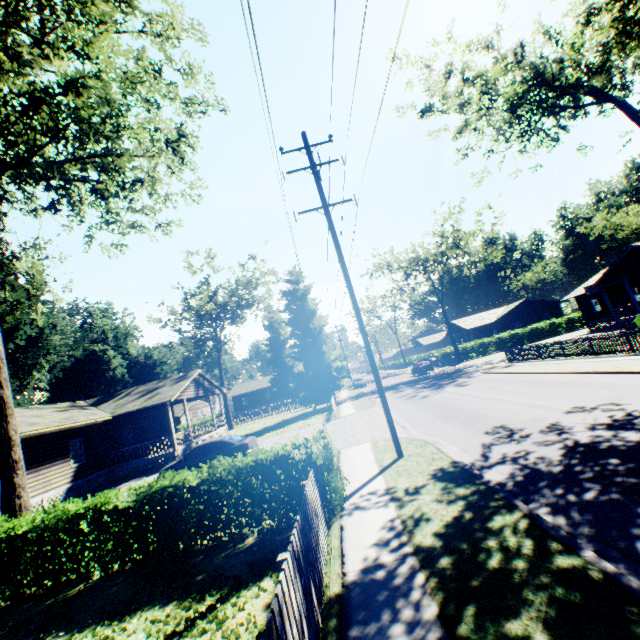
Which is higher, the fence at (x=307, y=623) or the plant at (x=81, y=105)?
the plant at (x=81, y=105)

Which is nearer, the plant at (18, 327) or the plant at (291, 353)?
the plant at (18, 327)

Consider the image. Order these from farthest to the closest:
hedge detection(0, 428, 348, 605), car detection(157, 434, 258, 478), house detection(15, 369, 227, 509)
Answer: house detection(15, 369, 227, 509)
car detection(157, 434, 258, 478)
hedge detection(0, 428, 348, 605)

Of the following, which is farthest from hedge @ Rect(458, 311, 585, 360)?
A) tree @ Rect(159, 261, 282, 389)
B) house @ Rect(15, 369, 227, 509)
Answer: house @ Rect(15, 369, 227, 509)

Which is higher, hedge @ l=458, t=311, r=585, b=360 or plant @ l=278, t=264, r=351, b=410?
plant @ l=278, t=264, r=351, b=410

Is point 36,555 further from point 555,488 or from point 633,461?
point 633,461

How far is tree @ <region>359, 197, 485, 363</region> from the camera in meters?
41.3

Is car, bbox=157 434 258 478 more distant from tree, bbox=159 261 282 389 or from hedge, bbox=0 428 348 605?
tree, bbox=159 261 282 389
